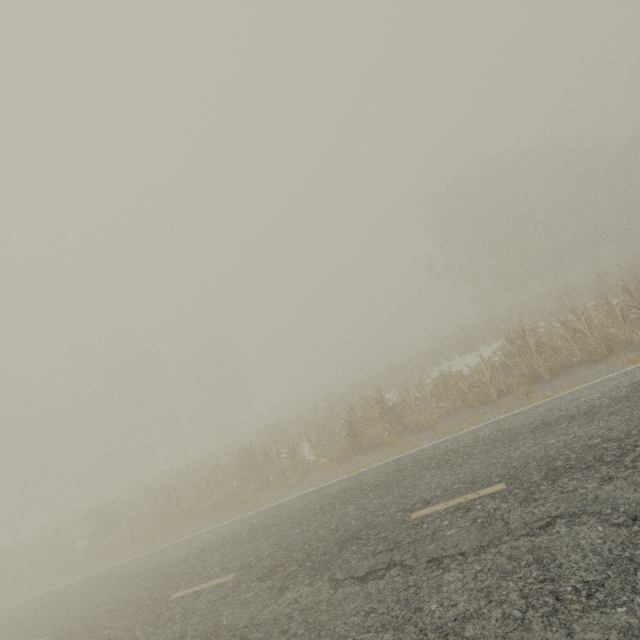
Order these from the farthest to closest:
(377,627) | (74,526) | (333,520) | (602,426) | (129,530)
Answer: (74,526) < (129,530) < (333,520) < (602,426) < (377,627)
